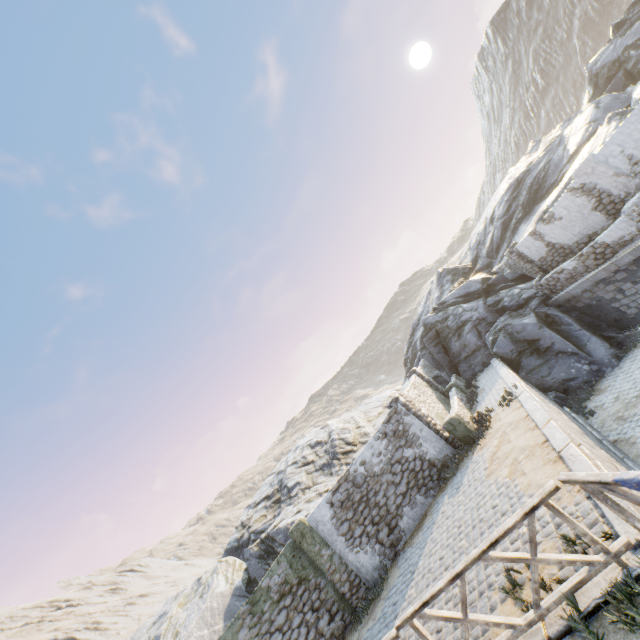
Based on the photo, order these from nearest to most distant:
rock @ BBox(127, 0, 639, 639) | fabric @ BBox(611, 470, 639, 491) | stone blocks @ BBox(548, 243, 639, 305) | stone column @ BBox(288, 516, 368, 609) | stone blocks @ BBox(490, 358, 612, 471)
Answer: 1. fabric @ BBox(611, 470, 639, 491)
2. stone blocks @ BBox(490, 358, 612, 471)
3. stone column @ BBox(288, 516, 368, 609)
4. stone blocks @ BBox(548, 243, 639, 305)
5. rock @ BBox(127, 0, 639, 639)

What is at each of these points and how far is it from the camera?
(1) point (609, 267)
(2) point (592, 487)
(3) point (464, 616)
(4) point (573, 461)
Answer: (1) stone blocks, 12.8m
(2) wooden fence, 3.9m
(3) wooden fence, 4.7m
(4) stone blocks, 6.1m

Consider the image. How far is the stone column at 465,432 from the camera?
11.97m

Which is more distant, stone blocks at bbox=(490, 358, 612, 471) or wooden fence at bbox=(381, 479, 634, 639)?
stone blocks at bbox=(490, 358, 612, 471)

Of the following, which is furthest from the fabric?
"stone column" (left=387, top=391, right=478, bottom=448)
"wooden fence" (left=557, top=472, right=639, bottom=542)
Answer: "stone column" (left=387, top=391, right=478, bottom=448)

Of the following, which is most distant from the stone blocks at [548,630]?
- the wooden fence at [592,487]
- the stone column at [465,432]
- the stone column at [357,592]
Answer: the stone column at [357,592]

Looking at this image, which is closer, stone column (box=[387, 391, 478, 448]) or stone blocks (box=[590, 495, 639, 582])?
stone blocks (box=[590, 495, 639, 582])

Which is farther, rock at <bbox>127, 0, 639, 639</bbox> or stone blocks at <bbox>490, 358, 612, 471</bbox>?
rock at <bbox>127, 0, 639, 639</bbox>
